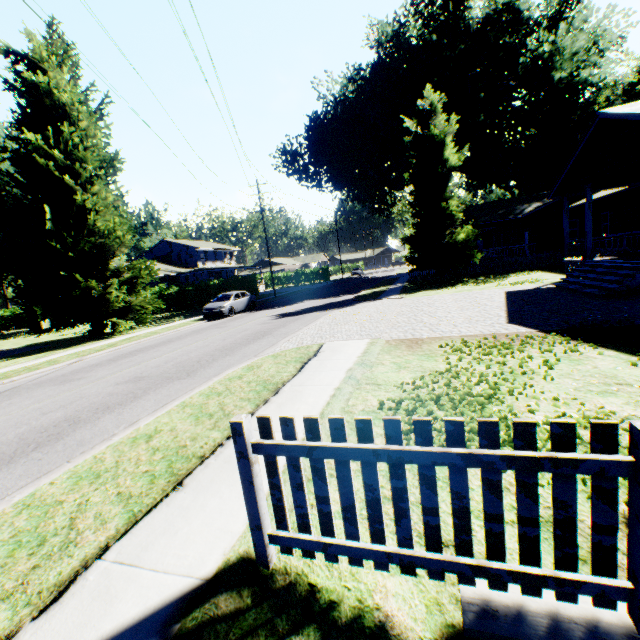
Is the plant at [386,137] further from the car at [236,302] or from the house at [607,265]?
the car at [236,302]

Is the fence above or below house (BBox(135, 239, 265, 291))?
below

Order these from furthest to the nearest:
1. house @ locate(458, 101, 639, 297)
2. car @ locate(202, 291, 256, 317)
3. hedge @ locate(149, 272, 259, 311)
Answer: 1. hedge @ locate(149, 272, 259, 311)
2. car @ locate(202, 291, 256, 317)
3. house @ locate(458, 101, 639, 297)

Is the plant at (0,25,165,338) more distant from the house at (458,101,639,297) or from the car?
the house at (458,101,639,297)

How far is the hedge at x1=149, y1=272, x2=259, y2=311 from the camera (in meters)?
33.69

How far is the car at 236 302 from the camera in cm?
2133

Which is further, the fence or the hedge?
the hedge

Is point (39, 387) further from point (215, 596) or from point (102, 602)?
point (215, 596)
